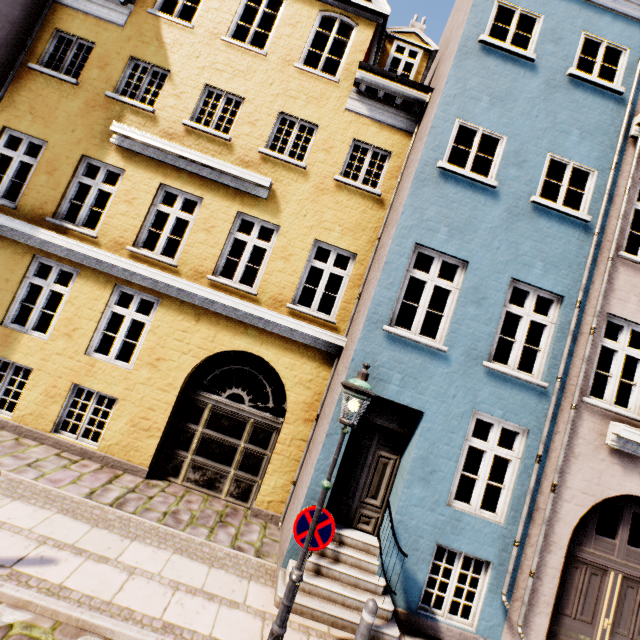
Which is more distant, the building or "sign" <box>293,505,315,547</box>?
the building

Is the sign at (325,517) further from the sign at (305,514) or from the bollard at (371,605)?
the bollard at (371,605)

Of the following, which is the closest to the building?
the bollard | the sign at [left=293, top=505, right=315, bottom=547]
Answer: the bollard

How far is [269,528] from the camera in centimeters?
689cm

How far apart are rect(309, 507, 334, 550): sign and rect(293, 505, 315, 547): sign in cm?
13

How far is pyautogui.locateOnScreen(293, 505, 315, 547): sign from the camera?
4.1m

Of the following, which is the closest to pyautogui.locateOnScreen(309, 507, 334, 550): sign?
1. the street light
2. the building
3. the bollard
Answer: the street light

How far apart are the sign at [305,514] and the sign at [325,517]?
0.1 meters
